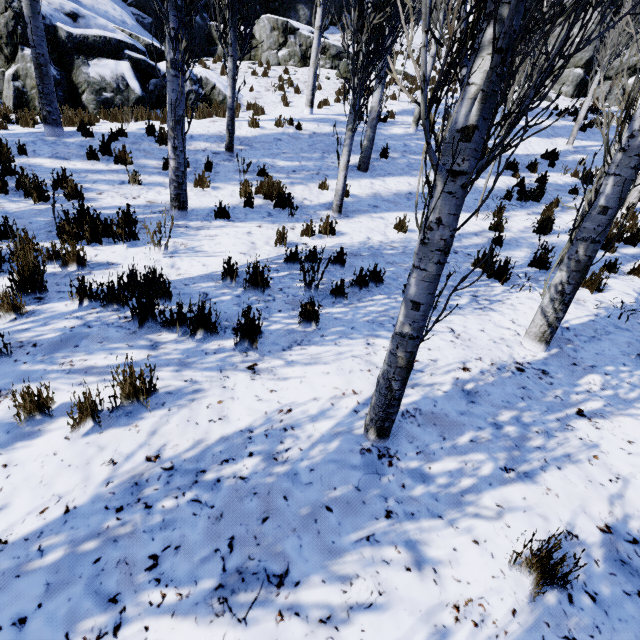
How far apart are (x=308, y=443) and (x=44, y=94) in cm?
949

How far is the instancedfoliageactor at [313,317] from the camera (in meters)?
3.49

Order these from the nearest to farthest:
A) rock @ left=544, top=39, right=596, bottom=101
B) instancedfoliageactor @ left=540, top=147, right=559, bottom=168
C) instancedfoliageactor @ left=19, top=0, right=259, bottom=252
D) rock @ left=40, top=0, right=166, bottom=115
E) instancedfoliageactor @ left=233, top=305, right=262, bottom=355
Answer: instancedfoliageactor @ left=233, top=305, right=262, bottom=355 < instancedfoliageactor @ left=19, top=0, right=259, bottom=252 < rock @ left=40, top=0, right=166, bottom=115 < instancedfoliageactor @ left=540, top=147, right=559, bottom=168 < rock @ left=544, top=39, right=596, bottom=101

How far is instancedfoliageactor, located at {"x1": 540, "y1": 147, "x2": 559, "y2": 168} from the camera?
11.41m

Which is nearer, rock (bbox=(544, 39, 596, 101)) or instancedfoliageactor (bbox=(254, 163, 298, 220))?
instancedfoliageactor (bbox=(254, 163, 298, 220))

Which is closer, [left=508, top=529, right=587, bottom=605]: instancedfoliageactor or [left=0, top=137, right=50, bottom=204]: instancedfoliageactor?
[left=508, top=529, right=587, bottom=605]: instancedfoliageactor
